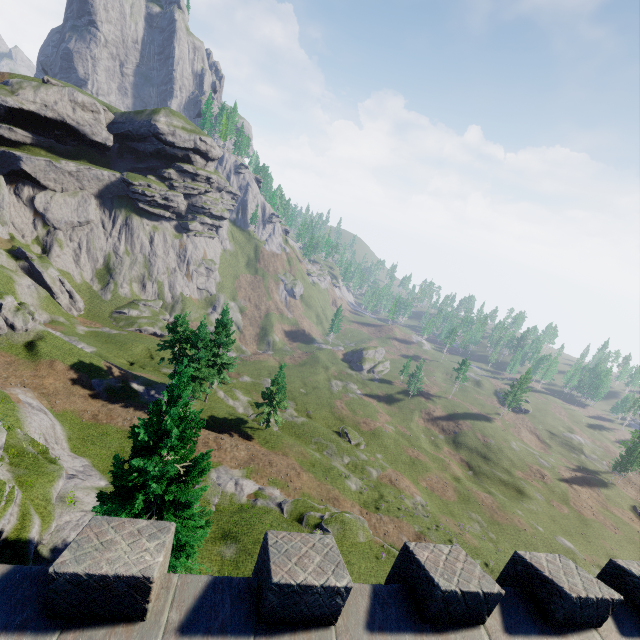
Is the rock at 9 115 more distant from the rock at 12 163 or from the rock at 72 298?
the rock at 72 298

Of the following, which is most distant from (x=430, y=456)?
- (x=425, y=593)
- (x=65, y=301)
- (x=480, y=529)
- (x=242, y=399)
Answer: (x=65, y=301)

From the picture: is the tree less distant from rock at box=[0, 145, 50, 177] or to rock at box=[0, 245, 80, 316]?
rock at box=[0, 245, 80, 316]

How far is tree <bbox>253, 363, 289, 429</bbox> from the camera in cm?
4181

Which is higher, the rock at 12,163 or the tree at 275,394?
the rock at 12,163

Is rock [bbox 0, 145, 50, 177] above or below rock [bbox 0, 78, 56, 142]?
below

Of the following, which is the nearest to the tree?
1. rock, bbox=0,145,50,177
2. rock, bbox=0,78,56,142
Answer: rock, bbox=0,145,50,177

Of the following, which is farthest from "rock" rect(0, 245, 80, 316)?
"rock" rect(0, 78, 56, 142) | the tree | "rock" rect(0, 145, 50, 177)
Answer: the tree
